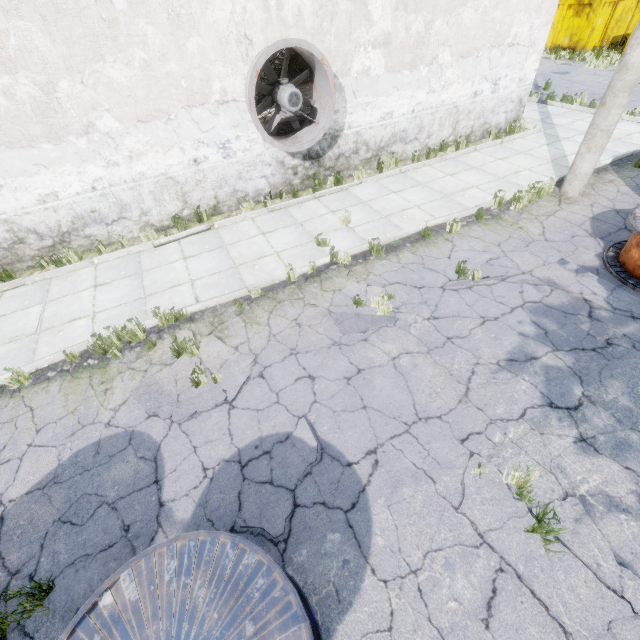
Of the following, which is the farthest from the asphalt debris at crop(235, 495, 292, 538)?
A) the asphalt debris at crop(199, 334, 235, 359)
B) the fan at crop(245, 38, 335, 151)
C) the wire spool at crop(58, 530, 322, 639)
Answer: the fan at crop(245, 38, 335, 151)

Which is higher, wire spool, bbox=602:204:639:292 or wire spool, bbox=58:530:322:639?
wire spool, bbox=58:530:322:639

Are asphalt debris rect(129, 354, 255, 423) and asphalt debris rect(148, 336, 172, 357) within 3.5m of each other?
yes

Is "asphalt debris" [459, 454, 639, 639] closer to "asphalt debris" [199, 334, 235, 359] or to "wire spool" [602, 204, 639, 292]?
"asphalt debris" [199, 334, 235, 359]

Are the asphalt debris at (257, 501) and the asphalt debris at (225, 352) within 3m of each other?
yes

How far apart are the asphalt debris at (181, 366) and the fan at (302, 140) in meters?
5.1 m

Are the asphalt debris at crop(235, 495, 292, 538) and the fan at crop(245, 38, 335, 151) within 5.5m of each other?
no

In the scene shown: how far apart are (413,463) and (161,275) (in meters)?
6.44
